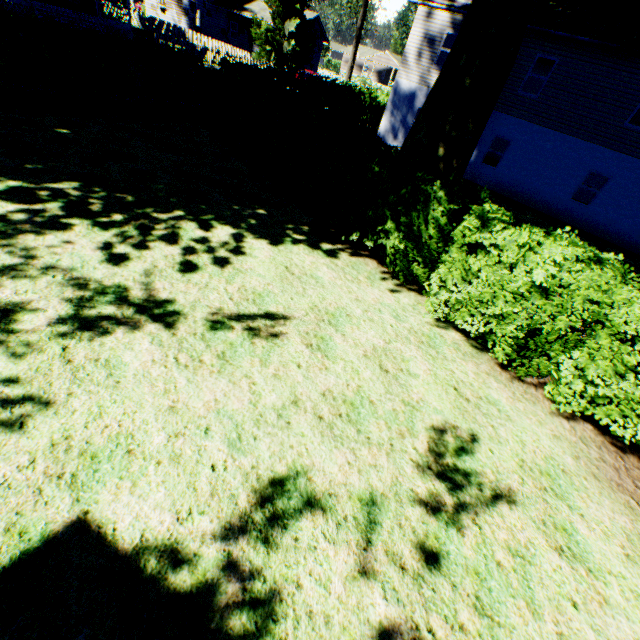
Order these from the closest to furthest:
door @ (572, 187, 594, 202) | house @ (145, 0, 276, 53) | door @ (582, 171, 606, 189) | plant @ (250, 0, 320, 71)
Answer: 1. door @ (582, 171, 606, 189)
2. door @ (572, 187, 594, 202)
3. plant @ (250, 0, 320, 71)
4. house @ (145, 0, 276, 53)

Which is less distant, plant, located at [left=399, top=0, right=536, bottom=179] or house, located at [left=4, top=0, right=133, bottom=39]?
plant, located at [left=399, top=0, right=536, bottom=179]

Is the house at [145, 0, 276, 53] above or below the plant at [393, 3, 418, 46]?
below

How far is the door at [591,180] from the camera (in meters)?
22.89

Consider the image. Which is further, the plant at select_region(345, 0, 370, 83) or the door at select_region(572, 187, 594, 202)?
the door at select_region(572, 187, 594, 202)

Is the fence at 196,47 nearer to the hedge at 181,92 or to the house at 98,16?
the house at 98,16

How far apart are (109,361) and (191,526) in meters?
2.3 m

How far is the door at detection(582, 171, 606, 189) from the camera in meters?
22.9
